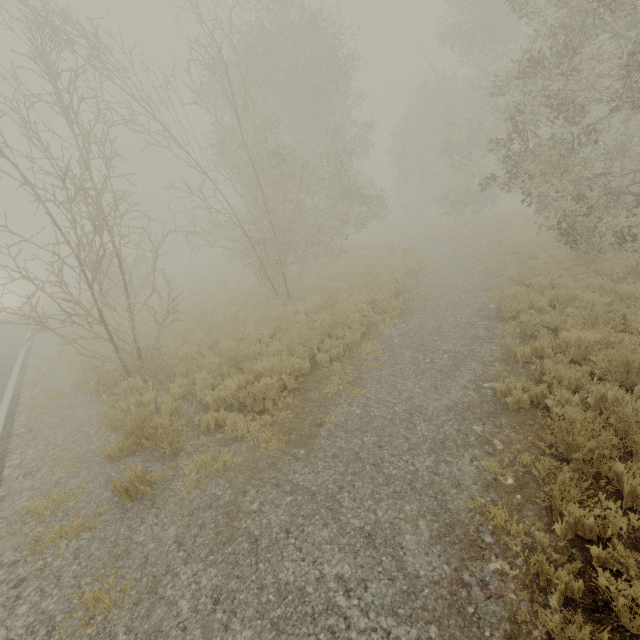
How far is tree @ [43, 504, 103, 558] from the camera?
4.4 meters

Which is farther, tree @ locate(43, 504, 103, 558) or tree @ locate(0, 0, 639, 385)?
tree @ locate(0, 0, 639, 385)

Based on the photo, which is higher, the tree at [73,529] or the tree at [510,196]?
the tree at [510,196]

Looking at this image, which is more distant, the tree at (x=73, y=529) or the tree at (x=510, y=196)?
the tree at (x=510, y=196)

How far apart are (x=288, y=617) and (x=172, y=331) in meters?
11.0

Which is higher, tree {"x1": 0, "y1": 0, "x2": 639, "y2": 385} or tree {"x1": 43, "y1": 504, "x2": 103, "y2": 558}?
tree {"x1": 0, "y1": 0, "x2": 639, "y2": 385}
